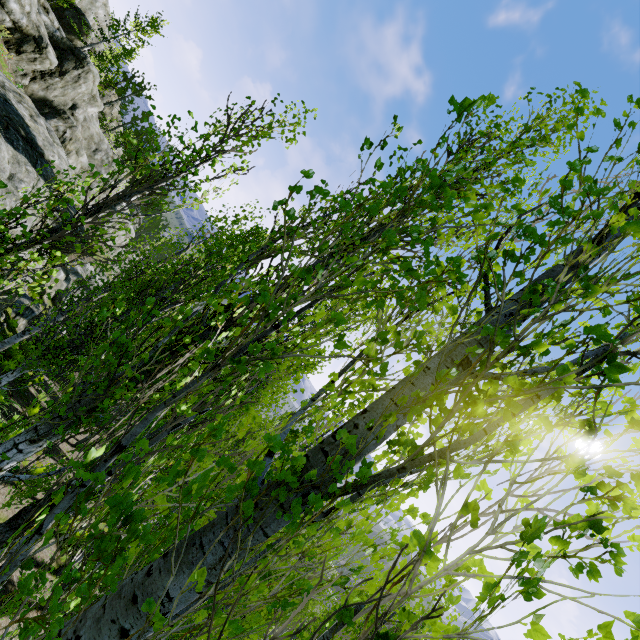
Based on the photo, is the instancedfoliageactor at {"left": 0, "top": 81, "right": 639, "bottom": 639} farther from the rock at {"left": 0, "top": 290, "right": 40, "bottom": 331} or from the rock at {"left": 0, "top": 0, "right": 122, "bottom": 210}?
the rock at {"left": 0, "top": 290, "right": 40, "bottom": 331}

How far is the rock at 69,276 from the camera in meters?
25.2 m

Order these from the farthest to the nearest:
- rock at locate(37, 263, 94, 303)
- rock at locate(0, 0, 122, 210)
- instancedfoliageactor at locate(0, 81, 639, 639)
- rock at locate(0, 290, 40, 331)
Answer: rock at locate(37, 263, 94, 303) < rock at locate(0, 0, 122, 210) < rock at locate(0, 290, 40, 331) < instancedfoliageactor at locate(0, 81, 639, 639)

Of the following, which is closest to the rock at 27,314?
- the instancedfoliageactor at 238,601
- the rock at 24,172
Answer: the rock at 24,172

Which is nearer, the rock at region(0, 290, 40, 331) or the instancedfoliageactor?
the instancedfoliageactor

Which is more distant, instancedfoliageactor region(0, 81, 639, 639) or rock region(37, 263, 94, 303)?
rock region(37, 263, 94, 303)

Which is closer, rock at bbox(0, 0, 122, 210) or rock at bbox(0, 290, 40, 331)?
rock at bbox(0, 290, 40, 331)

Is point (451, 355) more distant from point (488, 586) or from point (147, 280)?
point (147, 280)
